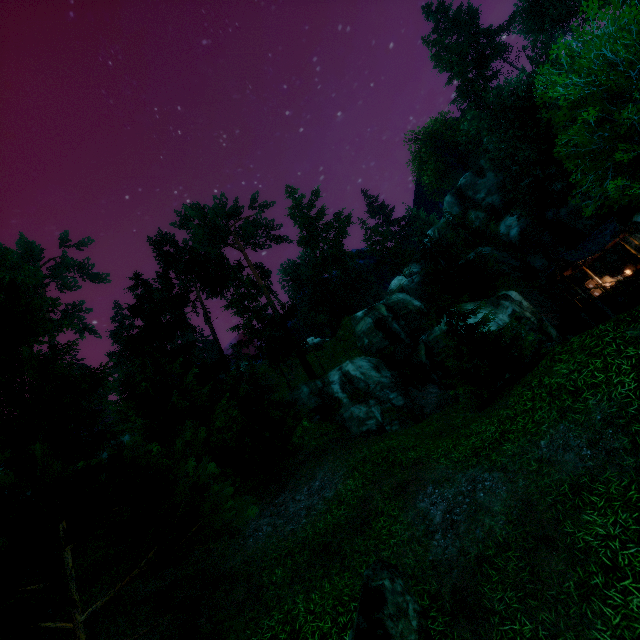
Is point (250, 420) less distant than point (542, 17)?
Yes

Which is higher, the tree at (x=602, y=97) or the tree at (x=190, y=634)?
the tree at (x=602, y=97)

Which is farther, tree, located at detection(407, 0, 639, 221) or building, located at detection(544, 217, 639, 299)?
building, located at detection(544, 217, 639, 299)

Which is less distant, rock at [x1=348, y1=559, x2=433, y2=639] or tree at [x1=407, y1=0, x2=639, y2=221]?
rock at [x1=348, y1=559, x2=433, y2=639]

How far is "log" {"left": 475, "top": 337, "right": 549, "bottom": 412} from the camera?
13.25m

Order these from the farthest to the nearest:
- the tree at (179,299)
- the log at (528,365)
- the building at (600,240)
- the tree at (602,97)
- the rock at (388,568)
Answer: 1. the building at (600,240)
2. the log at (528,365)
3. the tree at (602,97)
4. the rock at (388,568)
5. the tree at (179,299)

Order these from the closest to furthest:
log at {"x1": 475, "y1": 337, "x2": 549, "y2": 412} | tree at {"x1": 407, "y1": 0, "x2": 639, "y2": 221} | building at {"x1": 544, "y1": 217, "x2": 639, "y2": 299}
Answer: tree at {"x1": 407, "y1": 0, "x2": 639, "y2": 221} < log at {"x1": 475, "y1": 337, "x2": 549, "y2": 412} < building at {"x1": 544, "y1": 217, "x2": 639, "y2": 299}

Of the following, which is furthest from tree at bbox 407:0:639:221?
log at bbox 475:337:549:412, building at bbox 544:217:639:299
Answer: building at bbox 544:217:639:299
